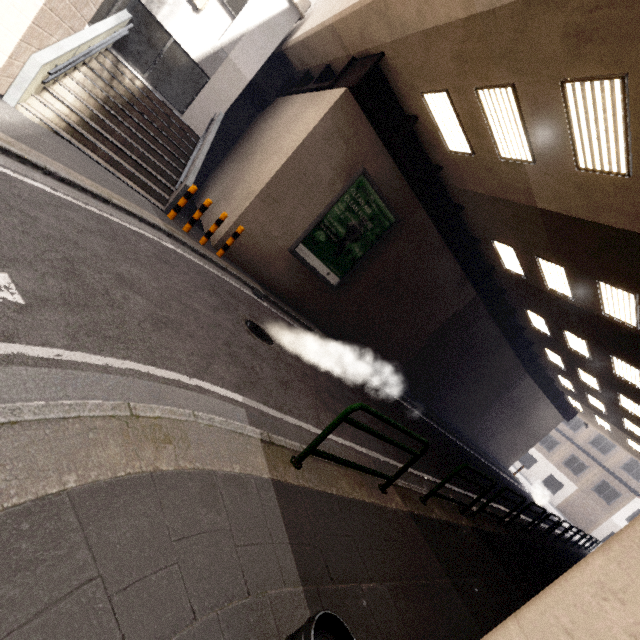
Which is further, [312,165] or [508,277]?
[508,277]

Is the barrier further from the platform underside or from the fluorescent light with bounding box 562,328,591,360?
the fluorescent light with bounding box 562,328,591,360

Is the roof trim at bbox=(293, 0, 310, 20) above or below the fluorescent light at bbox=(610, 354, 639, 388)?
above

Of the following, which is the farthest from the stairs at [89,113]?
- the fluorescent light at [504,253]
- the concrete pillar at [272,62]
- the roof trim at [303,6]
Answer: the fluorescent light at [504,253]

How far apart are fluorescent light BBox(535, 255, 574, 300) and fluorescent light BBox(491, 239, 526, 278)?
0.9m

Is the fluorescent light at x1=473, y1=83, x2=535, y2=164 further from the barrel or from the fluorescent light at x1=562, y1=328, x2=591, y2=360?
the fluorescent light at x1=562, y1=328, x2=591, y2=360

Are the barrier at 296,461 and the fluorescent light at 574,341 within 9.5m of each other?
no

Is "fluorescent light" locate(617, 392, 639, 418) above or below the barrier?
above
